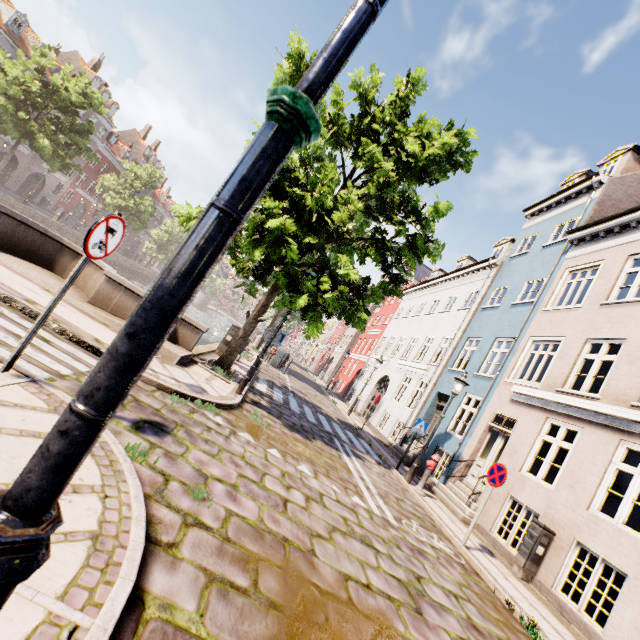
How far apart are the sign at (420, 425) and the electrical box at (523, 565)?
4.0 meters

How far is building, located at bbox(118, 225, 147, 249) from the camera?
56.7m

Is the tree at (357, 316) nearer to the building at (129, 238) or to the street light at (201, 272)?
the street light at (201, 272)

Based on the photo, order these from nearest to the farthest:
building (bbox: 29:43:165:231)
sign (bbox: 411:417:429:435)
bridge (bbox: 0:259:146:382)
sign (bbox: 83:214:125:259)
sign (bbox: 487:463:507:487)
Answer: sign (bbox: 83:214:125:259), bridge (bbox: 0:259:146:382), sign (bbox: 487:463:507:487), sign (bbox: 411:417:429:435), building (bbox: 29:43:165:231)

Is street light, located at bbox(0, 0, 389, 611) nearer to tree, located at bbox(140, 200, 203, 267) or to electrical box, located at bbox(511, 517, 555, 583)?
tree, located at bbox(140, 200, 203, 267)

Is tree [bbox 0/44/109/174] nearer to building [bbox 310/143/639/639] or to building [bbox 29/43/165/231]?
building [bbox 29/43/165/231]

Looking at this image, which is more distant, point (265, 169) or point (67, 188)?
point (67, 188)

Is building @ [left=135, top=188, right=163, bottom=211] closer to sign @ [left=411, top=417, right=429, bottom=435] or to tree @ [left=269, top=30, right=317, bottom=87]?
tree @ [left=269, top=30, right=317, bottom=87]
